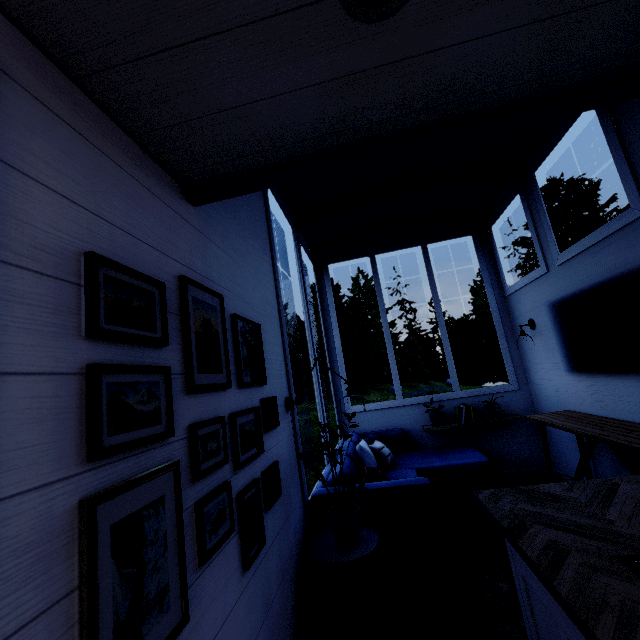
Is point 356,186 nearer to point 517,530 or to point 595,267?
point 595,267
